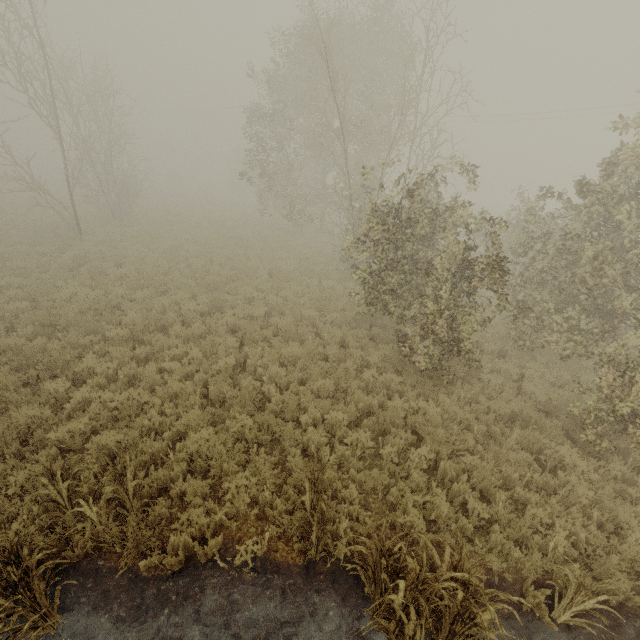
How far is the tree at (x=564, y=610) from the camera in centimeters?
372cm

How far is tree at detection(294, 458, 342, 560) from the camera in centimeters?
423cm

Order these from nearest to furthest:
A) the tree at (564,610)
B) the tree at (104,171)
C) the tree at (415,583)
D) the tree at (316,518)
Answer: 1. the tree at (415,583)
2. the tree at (564,610)
3. the tree at (316,518)
4. the tree at (104,171)

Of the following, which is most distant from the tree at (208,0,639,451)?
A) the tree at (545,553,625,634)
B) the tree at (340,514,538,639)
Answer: the tree at (340,514,538,639)

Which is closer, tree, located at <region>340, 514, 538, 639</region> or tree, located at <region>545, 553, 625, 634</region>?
tree, located at <region>340, 514, 538, 639</region>

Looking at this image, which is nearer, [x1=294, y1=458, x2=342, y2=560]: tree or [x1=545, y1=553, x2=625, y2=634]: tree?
[x1=545, y1=553, x2=625, y2=634]: tree

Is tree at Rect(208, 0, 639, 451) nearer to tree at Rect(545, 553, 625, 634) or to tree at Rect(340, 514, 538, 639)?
tree at Rect(545, 553, 625, 634)

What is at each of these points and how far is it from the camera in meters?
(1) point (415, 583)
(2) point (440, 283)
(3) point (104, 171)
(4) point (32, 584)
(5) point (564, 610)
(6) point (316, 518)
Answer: (1) tree, 3.3
(2) tree, 7.8
(3) tree, 22.2
(4) tree, 3.5
(5) tree, 4.1
(6) tree, 4.3
